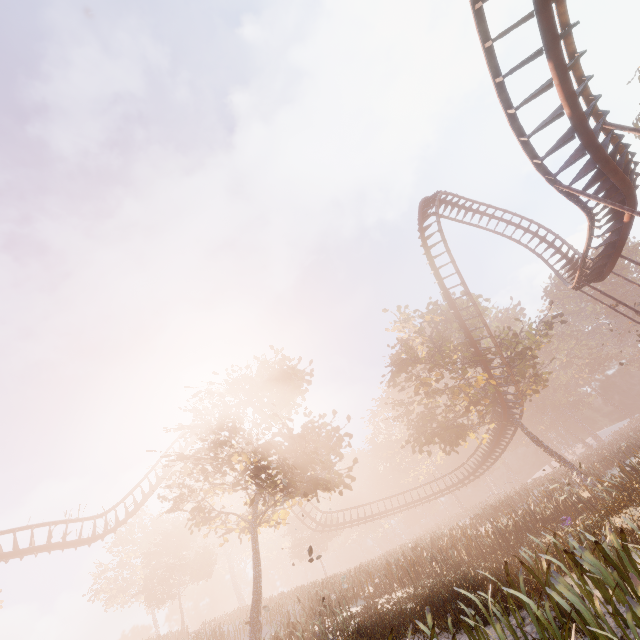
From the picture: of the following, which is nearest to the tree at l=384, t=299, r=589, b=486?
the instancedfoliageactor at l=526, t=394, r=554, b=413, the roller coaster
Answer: the roller coaster

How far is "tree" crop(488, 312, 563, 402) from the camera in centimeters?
2520cm

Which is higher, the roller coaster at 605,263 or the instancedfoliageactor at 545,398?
the instancedfoliageactor at 545,398

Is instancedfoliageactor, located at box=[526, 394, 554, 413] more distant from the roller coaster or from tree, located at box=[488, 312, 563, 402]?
the roller coaster

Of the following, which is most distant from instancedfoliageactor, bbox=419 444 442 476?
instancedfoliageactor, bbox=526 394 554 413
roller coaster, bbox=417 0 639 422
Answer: roller coaster, bbox=417 0 639 422

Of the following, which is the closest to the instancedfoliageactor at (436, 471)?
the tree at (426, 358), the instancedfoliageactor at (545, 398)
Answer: the tree at (426, 358)

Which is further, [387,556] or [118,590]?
[118,590]

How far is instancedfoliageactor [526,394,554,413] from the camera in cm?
5828
